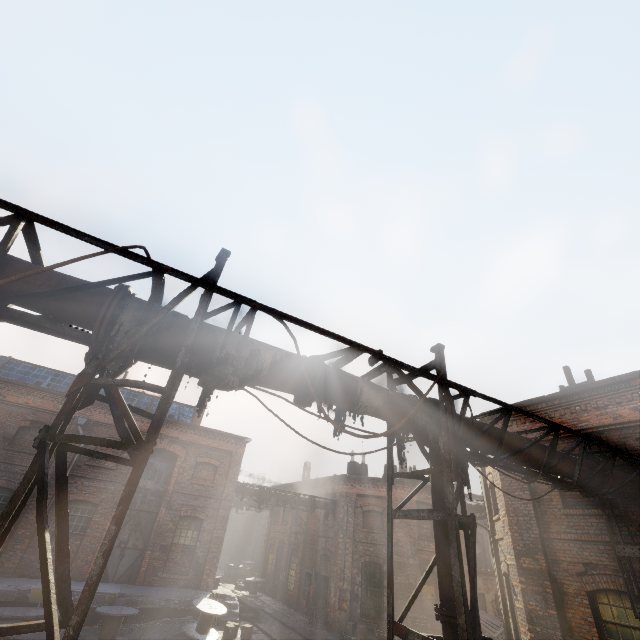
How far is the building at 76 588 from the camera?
13.0m

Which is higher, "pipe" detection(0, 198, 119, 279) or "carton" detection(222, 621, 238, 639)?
"pipe" detection(0, 198, 119, 279)

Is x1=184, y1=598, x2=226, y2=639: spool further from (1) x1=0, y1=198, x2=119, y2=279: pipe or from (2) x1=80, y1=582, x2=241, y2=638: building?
(1) x1=0, y1=198, x2=119, y2=279: pipe

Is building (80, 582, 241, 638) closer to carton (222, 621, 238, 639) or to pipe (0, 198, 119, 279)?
carton (222, 621, 238, 639)

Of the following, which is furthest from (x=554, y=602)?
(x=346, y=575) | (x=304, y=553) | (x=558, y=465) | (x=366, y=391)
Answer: (x=304, y=553)

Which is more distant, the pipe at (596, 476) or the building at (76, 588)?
the building at (76, 588)

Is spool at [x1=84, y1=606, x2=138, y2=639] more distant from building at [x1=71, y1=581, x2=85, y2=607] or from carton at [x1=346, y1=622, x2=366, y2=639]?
carton at [x1=346, y1=622, x2=366, y2=639]

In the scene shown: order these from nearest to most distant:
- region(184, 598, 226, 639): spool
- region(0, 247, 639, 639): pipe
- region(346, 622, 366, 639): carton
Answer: region(0, 247, 639, 639): pipe < region(184, 598, 226, 639): spool < region(346, 622, 366, 639): carton
